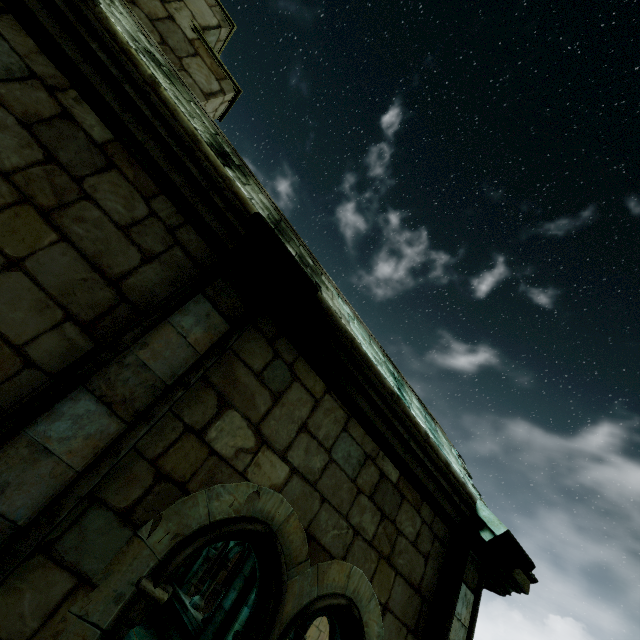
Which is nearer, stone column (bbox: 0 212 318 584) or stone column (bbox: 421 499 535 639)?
stone column (bbox: 0 212 318 584)

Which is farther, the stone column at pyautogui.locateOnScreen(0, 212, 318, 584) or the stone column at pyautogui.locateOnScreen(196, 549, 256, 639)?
the stone column at pyautogui.locateOnScreen(196, 549, 256, 639)

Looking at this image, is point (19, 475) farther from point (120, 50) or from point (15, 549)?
point (120, 50)

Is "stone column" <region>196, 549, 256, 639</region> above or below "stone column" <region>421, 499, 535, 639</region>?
below

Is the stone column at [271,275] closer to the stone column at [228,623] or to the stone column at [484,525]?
the stone column at [484,525]

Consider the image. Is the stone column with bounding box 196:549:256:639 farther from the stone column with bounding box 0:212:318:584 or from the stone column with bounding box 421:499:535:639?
the stone column with bounding box 0:212:318:584

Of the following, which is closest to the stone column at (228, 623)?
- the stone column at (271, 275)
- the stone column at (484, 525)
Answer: the stone column at (484, 525)

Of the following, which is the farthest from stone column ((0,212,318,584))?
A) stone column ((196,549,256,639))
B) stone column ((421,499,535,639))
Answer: stone column ((196,549,256,639))
